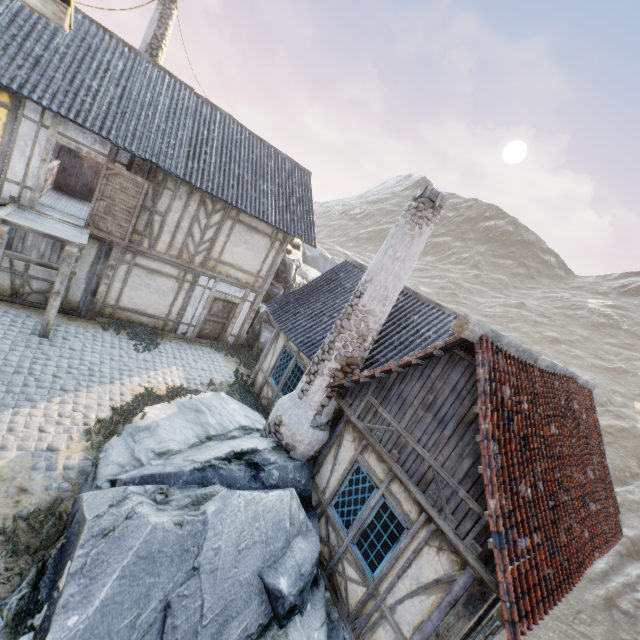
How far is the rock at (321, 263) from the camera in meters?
15.2 m

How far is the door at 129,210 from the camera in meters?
9.8

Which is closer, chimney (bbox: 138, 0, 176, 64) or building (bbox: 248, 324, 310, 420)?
building (bbox: 248, 324, 310, 420)

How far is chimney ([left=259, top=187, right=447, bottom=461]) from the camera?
6.9 meters

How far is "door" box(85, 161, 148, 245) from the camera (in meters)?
9.82

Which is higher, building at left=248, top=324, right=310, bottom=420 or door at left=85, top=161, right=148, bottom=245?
door at left=85, top=161, right=148, bottom=245

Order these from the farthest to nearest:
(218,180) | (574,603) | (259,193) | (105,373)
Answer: (574,603) < (259,193) < (218,180) < (105,373)

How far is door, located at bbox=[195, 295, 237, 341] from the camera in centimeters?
1348cm
